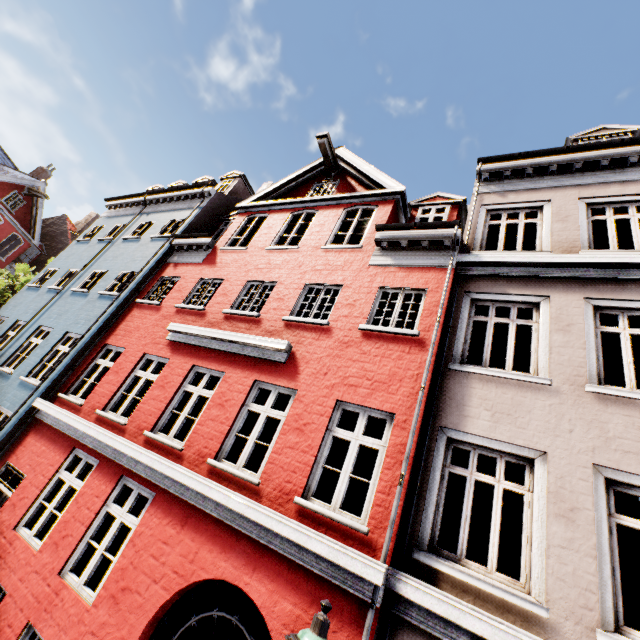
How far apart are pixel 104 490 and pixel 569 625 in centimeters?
783cm

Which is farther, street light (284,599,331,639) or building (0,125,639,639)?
building (0,125,639,639)

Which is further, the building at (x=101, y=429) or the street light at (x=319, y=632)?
the building at (x=101, y=429)
